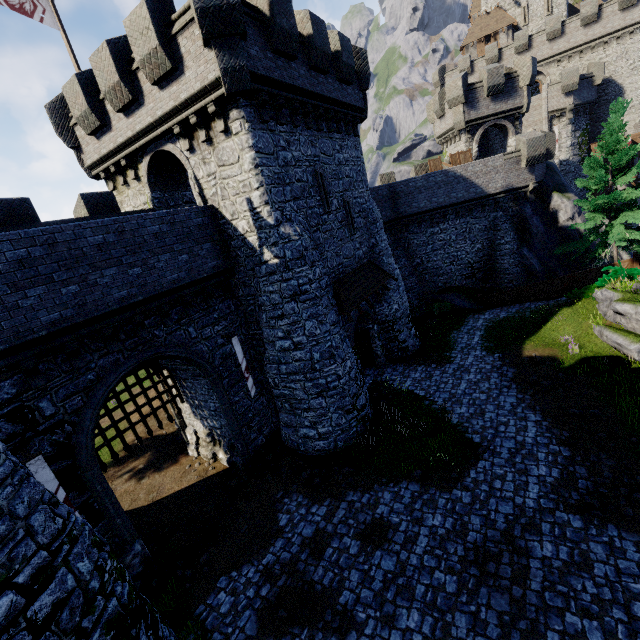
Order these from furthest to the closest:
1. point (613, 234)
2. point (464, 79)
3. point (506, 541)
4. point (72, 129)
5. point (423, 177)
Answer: point (464, 79)
point (423, 177)
point (613, 234)
point (72, 129)
point (506, 541)

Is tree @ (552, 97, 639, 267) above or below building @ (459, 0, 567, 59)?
below

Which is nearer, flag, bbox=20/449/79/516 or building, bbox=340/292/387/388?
flag, bbox=20/449/79/516

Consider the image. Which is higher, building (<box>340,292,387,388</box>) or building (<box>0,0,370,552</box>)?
building (<box>0,0,370,552</box>)

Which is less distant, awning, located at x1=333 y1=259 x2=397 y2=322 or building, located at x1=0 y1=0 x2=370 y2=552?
building, located at x1=0 y1=0 x2=370 y2=552

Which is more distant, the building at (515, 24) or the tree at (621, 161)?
the building at (515, 24)

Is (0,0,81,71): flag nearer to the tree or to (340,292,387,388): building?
(340,292,387,388): building

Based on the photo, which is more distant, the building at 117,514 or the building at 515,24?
the building at 515,24
